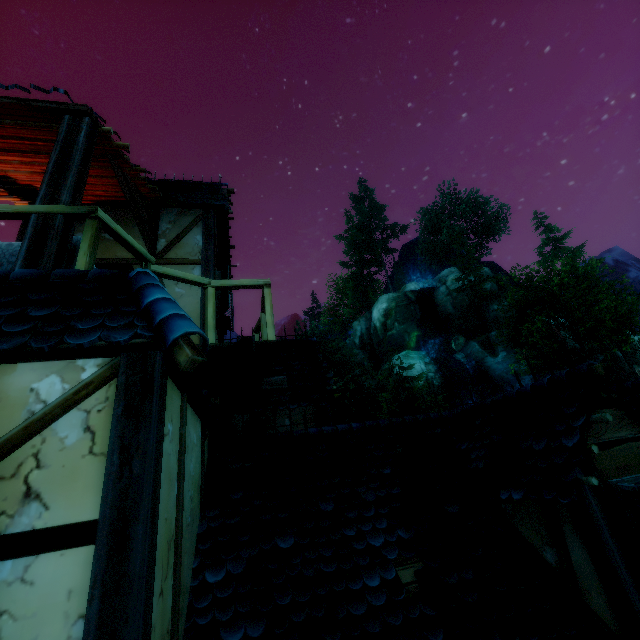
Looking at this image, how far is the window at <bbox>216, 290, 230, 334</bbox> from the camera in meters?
7.2

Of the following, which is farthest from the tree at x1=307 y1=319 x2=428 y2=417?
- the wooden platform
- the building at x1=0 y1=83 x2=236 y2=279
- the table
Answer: the wooden platform

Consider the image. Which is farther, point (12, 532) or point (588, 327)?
point (588, 327)

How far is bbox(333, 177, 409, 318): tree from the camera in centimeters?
Result: 4916cm

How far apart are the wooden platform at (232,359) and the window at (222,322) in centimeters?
216cm

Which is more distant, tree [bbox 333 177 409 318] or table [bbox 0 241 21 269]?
tree [bbox 333 177 409 318]

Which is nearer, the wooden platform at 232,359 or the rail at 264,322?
the rail at 264,322

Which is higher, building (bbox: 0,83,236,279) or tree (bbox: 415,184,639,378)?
tree (bbox: 415,184,639,378)
